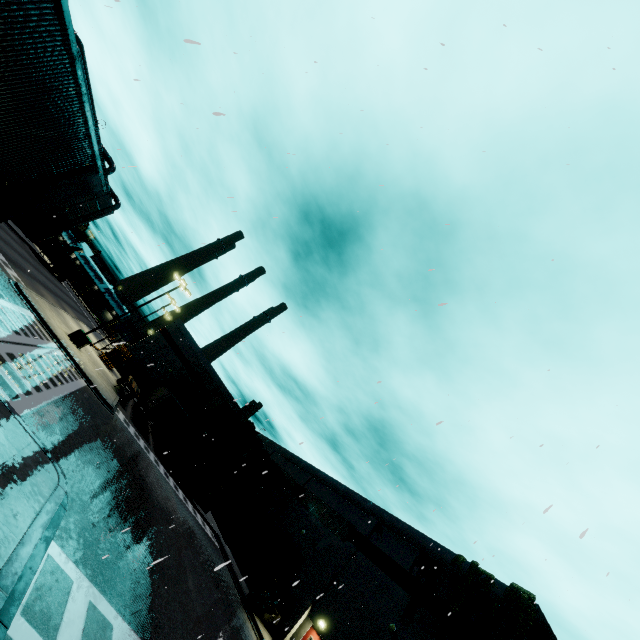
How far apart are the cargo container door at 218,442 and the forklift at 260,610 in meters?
11.5 m

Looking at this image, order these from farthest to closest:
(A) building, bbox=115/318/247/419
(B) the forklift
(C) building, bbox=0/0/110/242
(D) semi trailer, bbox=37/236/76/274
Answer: (D) semi trailer, bbox=37/236/76/274
(A) building, bbox=115/318/247/419
(B) the forklift
(C) building, bbox=0/0/110/242

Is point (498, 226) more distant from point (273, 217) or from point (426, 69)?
point (273, 217)

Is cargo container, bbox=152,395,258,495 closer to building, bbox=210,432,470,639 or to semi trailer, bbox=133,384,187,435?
semi trailer, bbox=133,384,187,435

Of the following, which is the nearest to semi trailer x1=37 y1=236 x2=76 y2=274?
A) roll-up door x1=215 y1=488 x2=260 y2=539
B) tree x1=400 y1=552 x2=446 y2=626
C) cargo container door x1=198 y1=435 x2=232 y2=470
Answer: roll-up door x1=215 y1=488 x2=260 y2=539

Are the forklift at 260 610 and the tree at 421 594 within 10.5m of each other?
yes

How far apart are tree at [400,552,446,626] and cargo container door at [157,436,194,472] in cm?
2066

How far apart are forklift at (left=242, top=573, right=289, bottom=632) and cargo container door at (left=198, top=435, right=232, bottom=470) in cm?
1147
